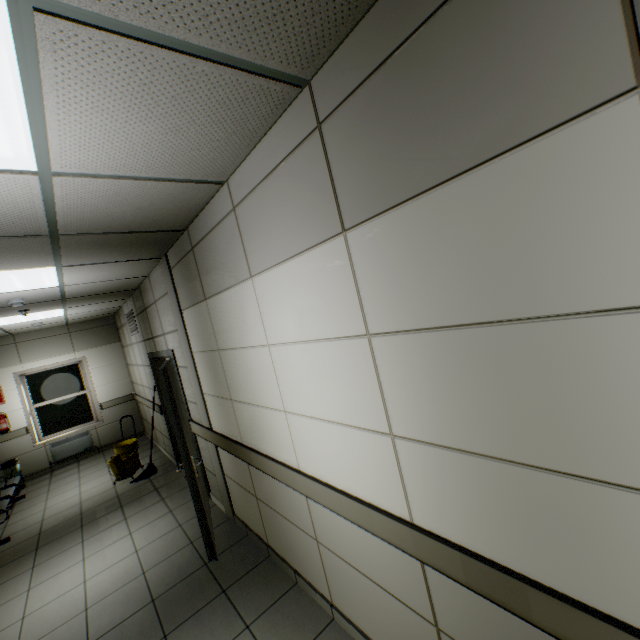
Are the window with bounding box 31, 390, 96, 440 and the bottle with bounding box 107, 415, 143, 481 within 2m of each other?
no

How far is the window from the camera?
7.6m

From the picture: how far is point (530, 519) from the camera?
1.1 meters

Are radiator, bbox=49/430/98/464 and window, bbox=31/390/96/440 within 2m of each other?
yes

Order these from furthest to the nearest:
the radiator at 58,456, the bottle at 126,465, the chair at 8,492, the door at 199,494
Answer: the radiator at 58,456 < the bottle at 126,465 < the chair at 8,492 < the door at 199,494

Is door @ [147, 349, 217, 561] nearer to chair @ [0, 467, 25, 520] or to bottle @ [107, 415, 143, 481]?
bottle @ [107, 415, 143, 481]

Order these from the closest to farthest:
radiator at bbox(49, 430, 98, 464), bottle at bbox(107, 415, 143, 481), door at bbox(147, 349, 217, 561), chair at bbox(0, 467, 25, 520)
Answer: door at bbox(147, 349, 217, 561) → chair at bbox(0, 467, 25, 520) → bottle at bbox(107, 415, 143, 481) → radiator at bbox(49, 430, 98, 464)

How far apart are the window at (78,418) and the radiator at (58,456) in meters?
0.1
